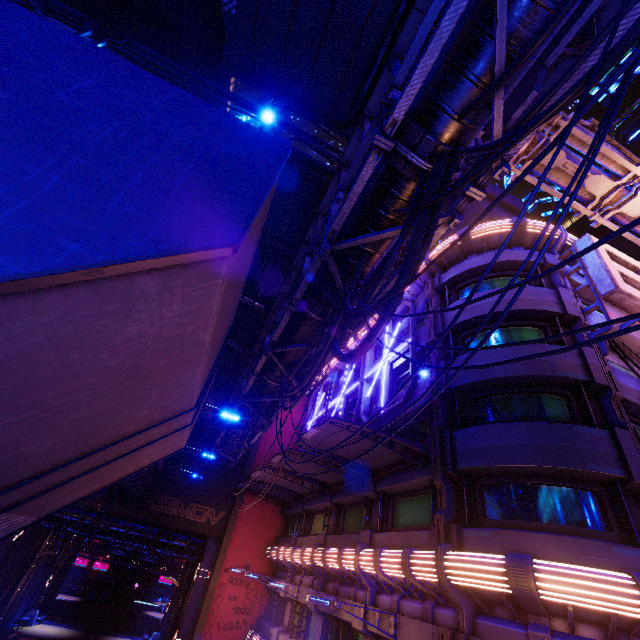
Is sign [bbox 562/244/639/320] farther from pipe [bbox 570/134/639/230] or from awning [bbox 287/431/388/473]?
awning [bbox 287/431/388/473]

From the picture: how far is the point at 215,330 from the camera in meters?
5.6

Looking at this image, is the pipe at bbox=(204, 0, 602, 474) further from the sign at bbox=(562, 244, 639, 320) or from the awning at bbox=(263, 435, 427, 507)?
the sign at bbox=(562, 244, 639, 320)

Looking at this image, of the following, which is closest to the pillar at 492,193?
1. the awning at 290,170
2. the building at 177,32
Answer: the awning at 290,170

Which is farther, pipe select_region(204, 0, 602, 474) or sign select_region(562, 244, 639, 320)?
sign select_region(562, 244, 639, 320)

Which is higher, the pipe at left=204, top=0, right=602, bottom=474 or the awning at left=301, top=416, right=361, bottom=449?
the pipe at left=204, top=0, right=602, bottom=474

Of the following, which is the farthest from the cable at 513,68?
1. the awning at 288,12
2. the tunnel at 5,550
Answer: the tunnel at 5,550

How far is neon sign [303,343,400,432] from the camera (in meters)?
17.23
